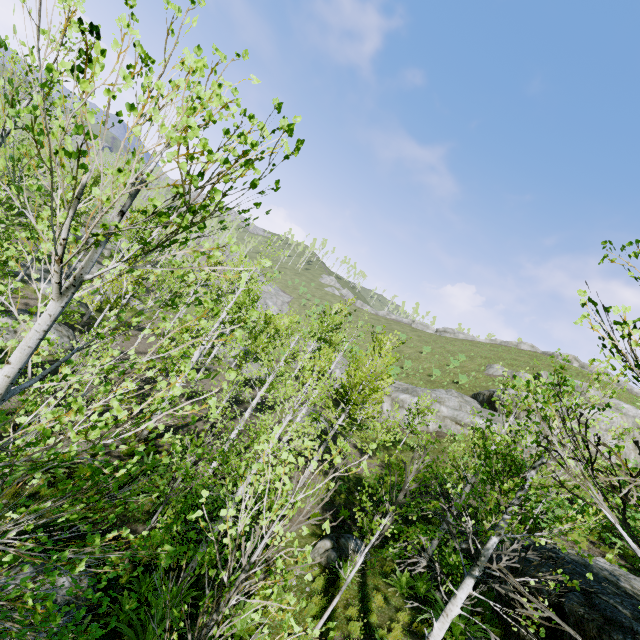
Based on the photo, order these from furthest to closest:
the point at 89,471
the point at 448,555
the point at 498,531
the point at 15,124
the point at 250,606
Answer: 1. the point at 448,555
2. the point at 15,124
3. the point at 250,606
4. the point at 498,531
5. the point at 89,471

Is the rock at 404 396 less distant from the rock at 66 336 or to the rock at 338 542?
Answer: the rock at 338 542

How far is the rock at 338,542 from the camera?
10.0 meters

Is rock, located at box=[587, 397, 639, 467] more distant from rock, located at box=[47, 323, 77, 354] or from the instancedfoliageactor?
rock, located at box=[47, 323, 77, 354]

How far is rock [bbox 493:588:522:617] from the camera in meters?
7.7 m

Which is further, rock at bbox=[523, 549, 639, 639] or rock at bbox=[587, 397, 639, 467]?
rock at bbox=[587, 397, 639, 467]

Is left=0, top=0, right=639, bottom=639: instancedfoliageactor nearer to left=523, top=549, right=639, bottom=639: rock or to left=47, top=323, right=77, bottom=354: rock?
left=47, top=323, right=77, bottom=354: rock
